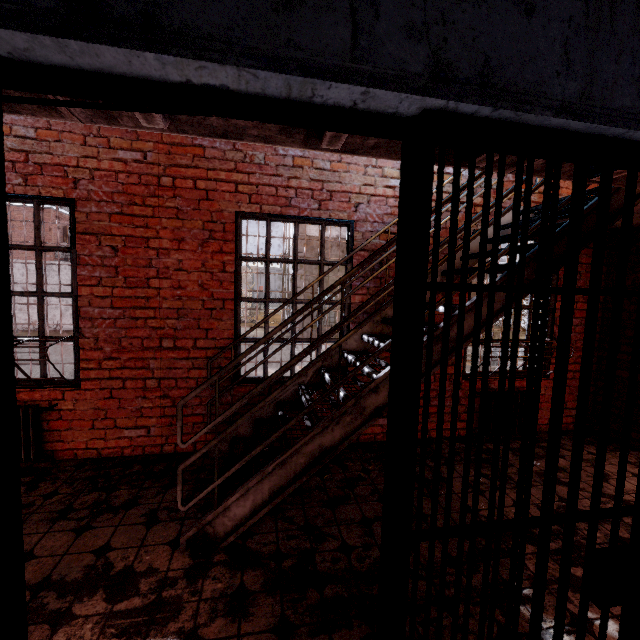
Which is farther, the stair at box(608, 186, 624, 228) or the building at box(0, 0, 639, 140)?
the stair at box(608, 186, 624, 228)

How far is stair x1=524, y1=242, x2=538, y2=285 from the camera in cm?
265

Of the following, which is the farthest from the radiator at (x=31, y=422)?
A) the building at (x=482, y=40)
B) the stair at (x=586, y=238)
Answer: the building at (x=482, y=40)

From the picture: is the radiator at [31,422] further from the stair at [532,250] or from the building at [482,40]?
the building at [482,40]

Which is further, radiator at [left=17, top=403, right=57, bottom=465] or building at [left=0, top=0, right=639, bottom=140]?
radiator at [left=17, top=403, right=57, bottom=465]

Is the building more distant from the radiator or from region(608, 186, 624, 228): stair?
the radiator

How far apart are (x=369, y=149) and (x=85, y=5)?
1.8 meters
